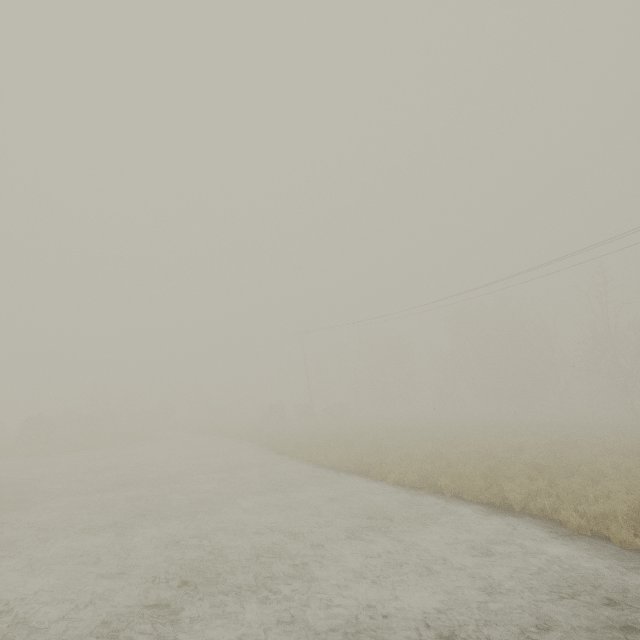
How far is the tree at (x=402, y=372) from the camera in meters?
55.8

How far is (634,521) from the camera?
7.19m

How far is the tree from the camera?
55.8m
